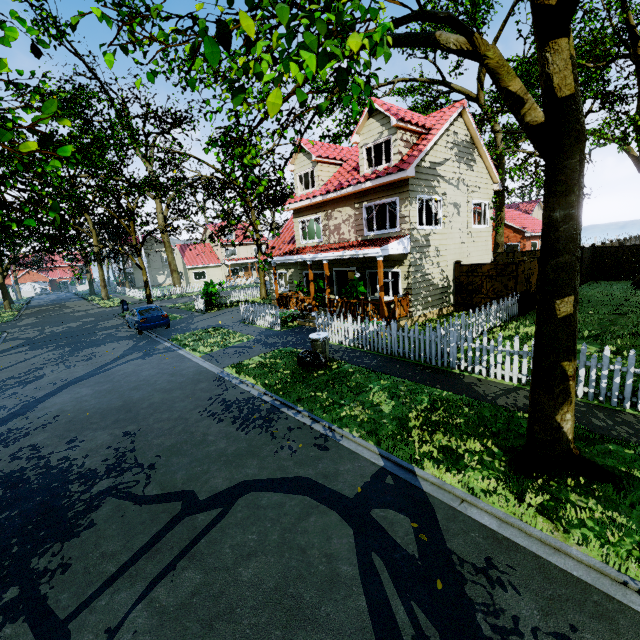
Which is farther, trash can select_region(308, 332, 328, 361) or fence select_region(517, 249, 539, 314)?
fence select_region(517, 249, 539, 314)

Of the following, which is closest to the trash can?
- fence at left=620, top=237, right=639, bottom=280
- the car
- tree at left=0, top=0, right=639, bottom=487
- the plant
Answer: fence at left=620, top=237, right=639, bottom=280

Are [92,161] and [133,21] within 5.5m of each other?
no

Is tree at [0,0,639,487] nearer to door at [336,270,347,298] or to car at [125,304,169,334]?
car at [125,304,169,334]

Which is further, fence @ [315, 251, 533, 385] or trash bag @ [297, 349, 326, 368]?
trash bag @ [297, 349, 326, 368]

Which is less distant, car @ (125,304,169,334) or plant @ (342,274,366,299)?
plant @ (342,274,366,299)

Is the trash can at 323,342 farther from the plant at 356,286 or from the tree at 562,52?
the plant at 356,286

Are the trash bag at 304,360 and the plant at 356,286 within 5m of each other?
yes
